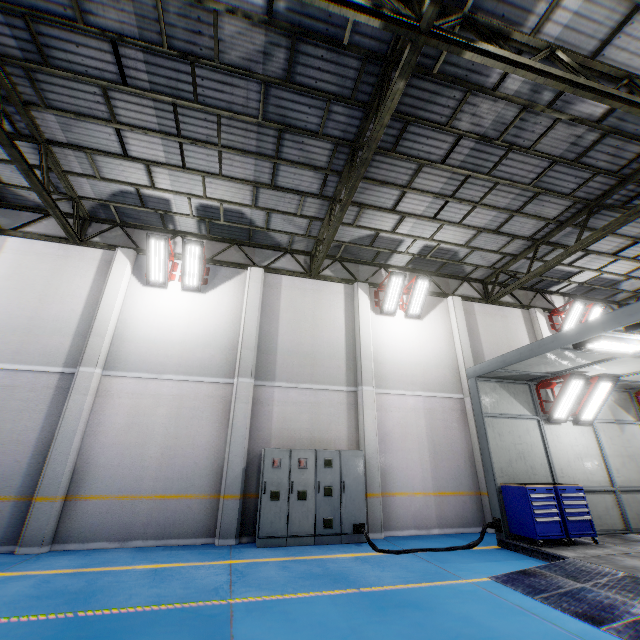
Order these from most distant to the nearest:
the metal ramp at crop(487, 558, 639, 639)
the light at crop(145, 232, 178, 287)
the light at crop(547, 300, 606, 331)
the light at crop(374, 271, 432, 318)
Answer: the light at crop(547, 300, 606, 331)
the light at crop(374, 271, 432, 318)
the light at crop(145, 232, 178, 287)
the metal ramp at crop(487, 558, 639, 639)

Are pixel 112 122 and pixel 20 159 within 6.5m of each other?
A: yes

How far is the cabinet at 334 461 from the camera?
7.9m

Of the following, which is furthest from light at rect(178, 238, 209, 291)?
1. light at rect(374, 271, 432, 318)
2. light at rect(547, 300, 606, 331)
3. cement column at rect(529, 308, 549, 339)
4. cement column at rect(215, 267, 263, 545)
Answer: light at rect(547, 300, 606, 331)

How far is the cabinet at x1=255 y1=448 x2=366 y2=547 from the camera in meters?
7.9 m

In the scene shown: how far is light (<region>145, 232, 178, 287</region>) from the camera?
9.56m

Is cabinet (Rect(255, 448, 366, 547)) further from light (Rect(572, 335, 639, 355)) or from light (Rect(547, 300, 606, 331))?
light (Rect(547, 300, 606, 331))

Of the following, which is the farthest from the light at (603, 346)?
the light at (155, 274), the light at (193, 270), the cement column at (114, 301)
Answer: the cement column at (114, 301)
